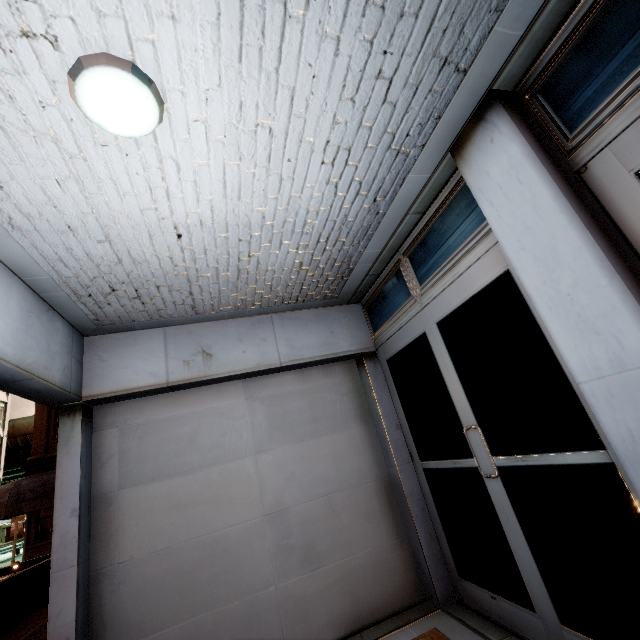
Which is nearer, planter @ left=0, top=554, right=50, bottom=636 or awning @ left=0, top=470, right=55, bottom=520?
planter @ left=0, top=554, right=50, bottom=636

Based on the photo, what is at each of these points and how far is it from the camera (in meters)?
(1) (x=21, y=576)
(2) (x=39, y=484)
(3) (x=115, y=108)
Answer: (1) planter, 7.56
(2) awning, 13.48
(3) recessed light, 1.57

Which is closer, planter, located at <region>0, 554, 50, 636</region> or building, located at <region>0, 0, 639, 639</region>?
building, located at <region>0, 0, 639, 639</region>

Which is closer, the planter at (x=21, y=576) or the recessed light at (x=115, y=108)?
the recessed light at (x=115, y=108)

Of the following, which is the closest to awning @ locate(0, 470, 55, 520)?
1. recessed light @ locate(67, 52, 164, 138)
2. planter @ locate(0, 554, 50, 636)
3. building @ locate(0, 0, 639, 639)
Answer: planter @ locate(0, 554, 50, 636)

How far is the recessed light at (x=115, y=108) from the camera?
1.5m

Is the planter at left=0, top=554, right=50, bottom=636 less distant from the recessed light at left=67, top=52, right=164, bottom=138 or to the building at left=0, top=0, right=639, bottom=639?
the building at left=0, top=0, right=639, bottom=639
